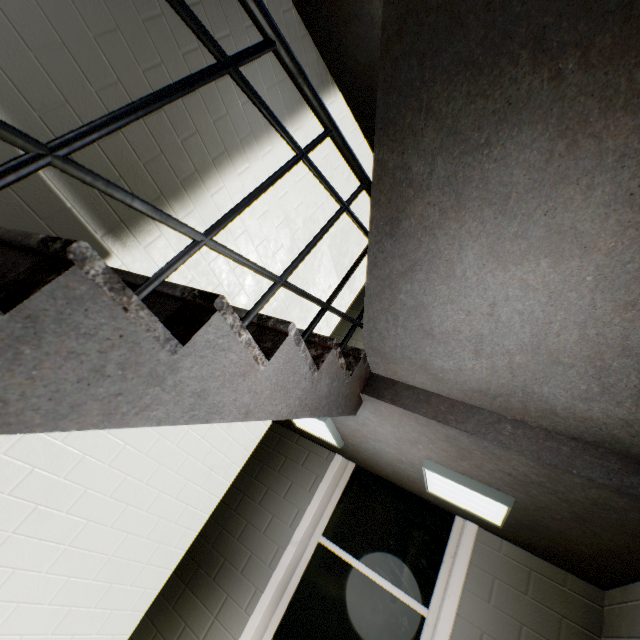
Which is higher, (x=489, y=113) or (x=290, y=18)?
(x=290, y=18)

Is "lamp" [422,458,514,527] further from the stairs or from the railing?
the railing

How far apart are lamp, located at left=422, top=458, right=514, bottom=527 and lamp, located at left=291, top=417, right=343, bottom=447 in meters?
0.7 m

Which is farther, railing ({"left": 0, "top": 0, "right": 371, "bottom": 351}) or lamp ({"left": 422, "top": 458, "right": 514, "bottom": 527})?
lamp ({"left": 422, "top": 458, "right": 514, "bottom": 527})

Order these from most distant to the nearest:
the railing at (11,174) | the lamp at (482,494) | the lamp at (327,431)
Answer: the lamp at (327,431) < the lamp at (482,494) < the railing at (11,174)

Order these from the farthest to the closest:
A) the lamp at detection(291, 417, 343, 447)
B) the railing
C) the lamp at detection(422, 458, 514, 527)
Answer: the lamp at detection(291, 417, 343, 447) → the lamp at detection(422, 458, 514, 527) → the railing

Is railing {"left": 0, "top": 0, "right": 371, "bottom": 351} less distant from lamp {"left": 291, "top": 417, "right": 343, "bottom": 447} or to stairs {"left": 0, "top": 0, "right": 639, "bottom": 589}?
stairs {"left": 0, "top": 0, "right": 639, "bottom": 589}

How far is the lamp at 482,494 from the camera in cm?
184
